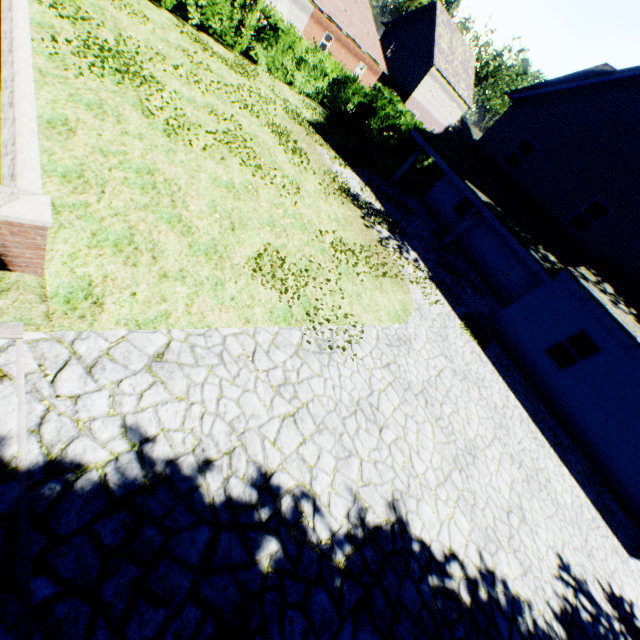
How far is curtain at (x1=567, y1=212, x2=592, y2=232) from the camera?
15.7 meters

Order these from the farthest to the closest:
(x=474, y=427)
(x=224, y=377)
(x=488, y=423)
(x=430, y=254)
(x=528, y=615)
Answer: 1. (x=430, y=254)
2. (x=488, y=423)
3. (x=474, y=427)
4. (x=528, y=615)
5. (x=224, y=377)

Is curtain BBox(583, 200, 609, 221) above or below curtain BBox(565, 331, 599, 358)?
above

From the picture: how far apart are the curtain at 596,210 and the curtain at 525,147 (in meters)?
3.64

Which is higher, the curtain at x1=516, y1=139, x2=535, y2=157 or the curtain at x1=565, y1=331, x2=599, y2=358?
the curtain at x1=516, y1=139, x2=535, y2=157

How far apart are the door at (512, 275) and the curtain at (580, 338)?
6.13m

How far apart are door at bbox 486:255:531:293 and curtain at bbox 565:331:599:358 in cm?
613

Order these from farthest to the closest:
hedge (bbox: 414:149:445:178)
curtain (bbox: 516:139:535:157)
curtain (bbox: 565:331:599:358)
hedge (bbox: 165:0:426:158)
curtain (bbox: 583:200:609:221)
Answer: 1. hedge (bbox: 414:149:445:178)
2. curtain (bbox: 516:139:535:157)
3. curtain (bbox: 583:200:609:221)
4. hedge (bbox: 165:0:426:158)
5. curtain (bbox: 565:331:599:358)
